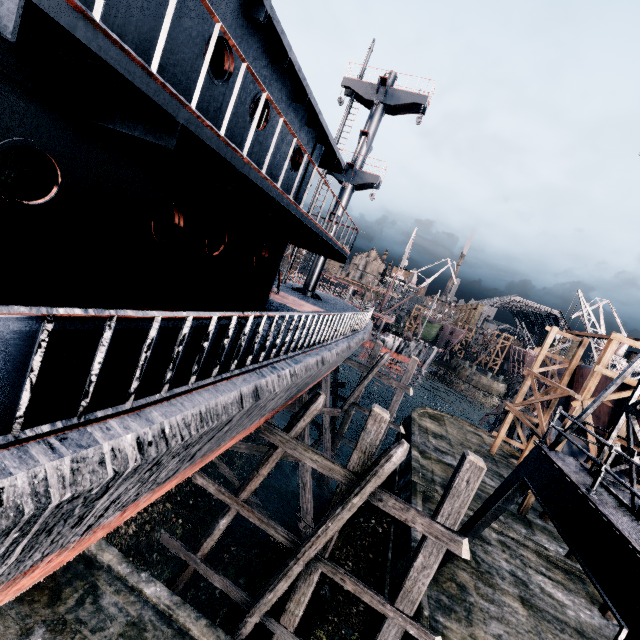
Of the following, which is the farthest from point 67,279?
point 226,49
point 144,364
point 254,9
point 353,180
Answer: point 353,180

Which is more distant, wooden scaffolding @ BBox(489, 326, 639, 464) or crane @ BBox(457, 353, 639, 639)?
wooden scaffolding @ BBox(489, 326, 639, 464)

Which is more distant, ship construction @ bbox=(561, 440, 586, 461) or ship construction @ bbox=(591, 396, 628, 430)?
ship construction @ bbox=(561, 440, 586, 461)

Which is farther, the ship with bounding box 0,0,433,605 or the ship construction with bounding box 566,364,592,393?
the ship construction with bounding box 566,364,592,393

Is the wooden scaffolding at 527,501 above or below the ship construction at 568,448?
below

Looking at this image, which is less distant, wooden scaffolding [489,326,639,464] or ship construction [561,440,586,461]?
wooden scaffolding [489,326,639,464]

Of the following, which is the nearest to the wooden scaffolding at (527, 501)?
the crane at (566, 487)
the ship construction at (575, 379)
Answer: the ship construction at (575, 379)

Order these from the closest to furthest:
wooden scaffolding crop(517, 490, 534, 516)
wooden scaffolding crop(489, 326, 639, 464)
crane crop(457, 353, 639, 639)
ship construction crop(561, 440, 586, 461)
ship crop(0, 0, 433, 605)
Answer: ship crop(0, 0, 433, 605), crane crop(457, 353, 639, 639), wooden scaffolding crop(489, 326, 639, 464), wooden scaffolding crop(517, 490, 534, 516), ship construction crop(561, 440, 586, 461)
